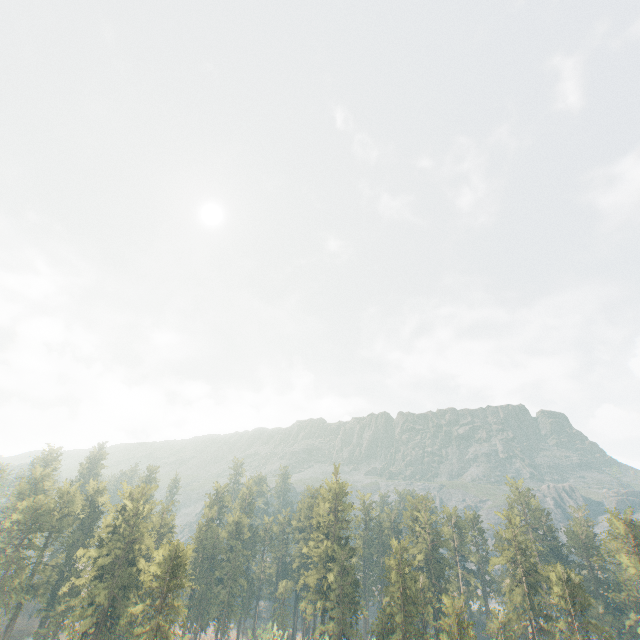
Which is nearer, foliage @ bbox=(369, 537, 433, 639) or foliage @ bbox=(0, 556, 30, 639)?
foliage @ bbox=(369, 537, 433, 639)

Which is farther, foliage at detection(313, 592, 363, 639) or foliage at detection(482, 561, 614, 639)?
foliage at detection(313, 592, 363, 639)

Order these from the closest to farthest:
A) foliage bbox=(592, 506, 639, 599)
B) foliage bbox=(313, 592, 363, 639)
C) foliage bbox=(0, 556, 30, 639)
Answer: foliage bbox=(592, 506, 639, 599) → foliage bbox=(313, 592, 363, 639) → foliage bbox=(0, 556, 30, 639)

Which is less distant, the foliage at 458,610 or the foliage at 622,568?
the foliage at 458,610

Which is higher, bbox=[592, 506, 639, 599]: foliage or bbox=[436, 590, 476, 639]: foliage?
bbox=[592, 506, 639, 599]: foliage

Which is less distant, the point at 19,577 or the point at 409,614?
the point at 409,614

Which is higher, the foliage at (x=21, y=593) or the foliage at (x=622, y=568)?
the foliage at (x=622, y=568)
